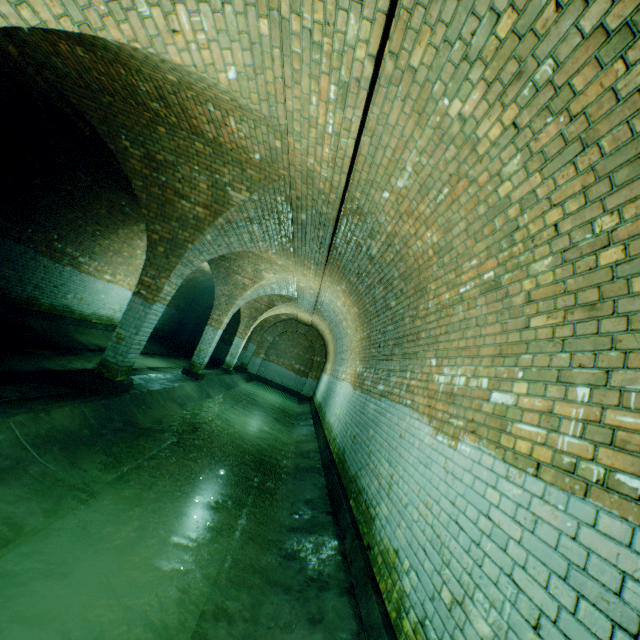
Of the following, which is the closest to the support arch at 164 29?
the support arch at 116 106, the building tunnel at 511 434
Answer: the building tunnel at 511 434

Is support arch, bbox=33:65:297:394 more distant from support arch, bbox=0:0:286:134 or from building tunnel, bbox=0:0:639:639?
support arch, bbox=0:0:286:134

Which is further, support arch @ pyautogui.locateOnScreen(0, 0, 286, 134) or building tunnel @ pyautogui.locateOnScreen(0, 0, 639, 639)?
support arch @ pyautogui.locateOnScreen(0, 0, 286, 134)

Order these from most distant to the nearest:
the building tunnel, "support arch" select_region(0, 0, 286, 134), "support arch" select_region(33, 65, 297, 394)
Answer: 1. "support arch" select_region(33, 65, 297, 394)
2. "support arch" select_region(0, 0, 286, 134)
3. the building tunnel

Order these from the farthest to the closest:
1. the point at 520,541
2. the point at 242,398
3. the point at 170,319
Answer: the point at 170,319 → the point at 242,398 → the point at 520,541

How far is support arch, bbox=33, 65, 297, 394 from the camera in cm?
499

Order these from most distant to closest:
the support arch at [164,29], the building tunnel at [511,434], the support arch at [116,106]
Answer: the support arch at [116,106]
the support arch at [164,29]
the building tunnel at [511,434]
